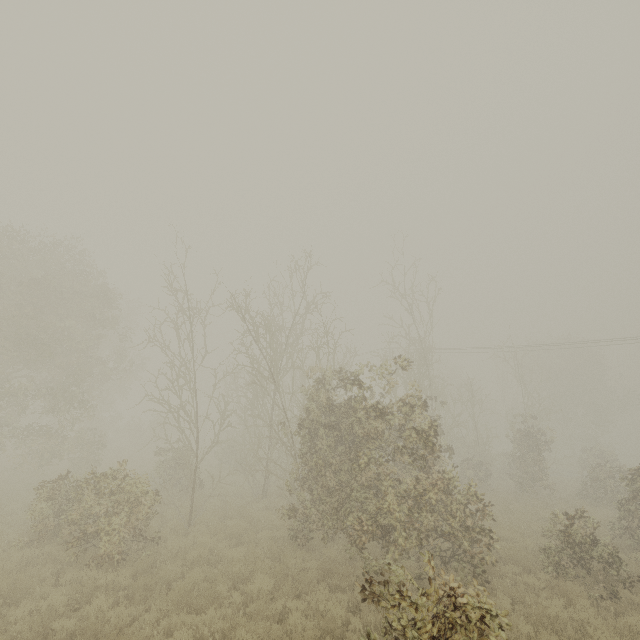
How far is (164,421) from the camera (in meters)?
14.38
